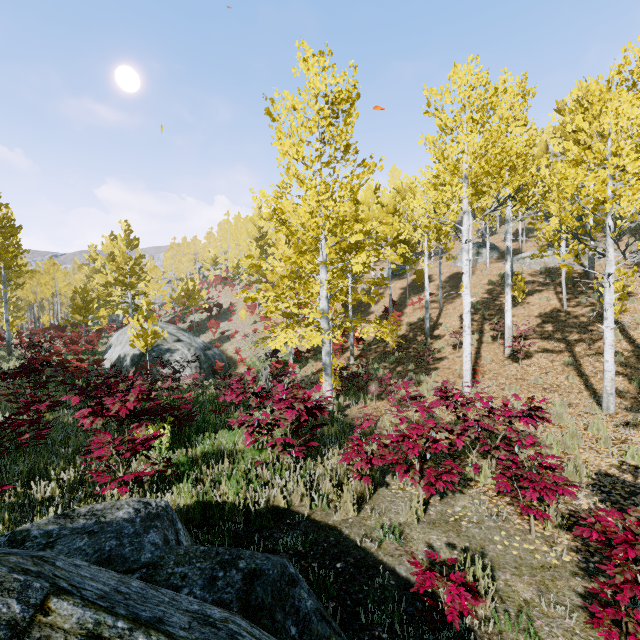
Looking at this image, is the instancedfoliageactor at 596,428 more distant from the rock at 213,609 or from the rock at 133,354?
the rock at 213,609

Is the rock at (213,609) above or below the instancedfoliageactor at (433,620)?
above

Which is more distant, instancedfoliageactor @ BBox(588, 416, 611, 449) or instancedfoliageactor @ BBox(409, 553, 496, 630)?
instancedfoliageactor @ BBox(588, 416, 611, 449)

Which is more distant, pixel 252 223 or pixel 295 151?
pixel 252 223

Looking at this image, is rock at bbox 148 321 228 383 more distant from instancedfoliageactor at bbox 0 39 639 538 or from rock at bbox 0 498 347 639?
rock at bbox 0 498 347 639

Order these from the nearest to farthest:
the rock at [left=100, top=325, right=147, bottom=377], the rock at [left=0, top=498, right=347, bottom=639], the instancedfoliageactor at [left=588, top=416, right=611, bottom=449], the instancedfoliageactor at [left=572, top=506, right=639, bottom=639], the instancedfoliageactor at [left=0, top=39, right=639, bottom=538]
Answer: the rock at [left=0, top=498, right=347, bottom=639] → the instancedfoliageactor at [left=572, top=506, right=639, bottom=639] → the instancedfoliageactor at [left=0, top=39, right=639, bottom=538] → the instancedfoliageactor at [left=588, top=416, right=611, bottom=449] → the rock at [left=100, top=325, right=147, bottom=377]

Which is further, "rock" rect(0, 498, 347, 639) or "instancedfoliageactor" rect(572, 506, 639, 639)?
"instancedfoliageactor" rect(572, 506, 639, 639)

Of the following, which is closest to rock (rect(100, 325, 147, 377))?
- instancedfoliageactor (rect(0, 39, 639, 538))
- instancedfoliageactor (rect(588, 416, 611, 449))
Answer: instancedfoliageactor (rect(588, 416, 611, 449))
